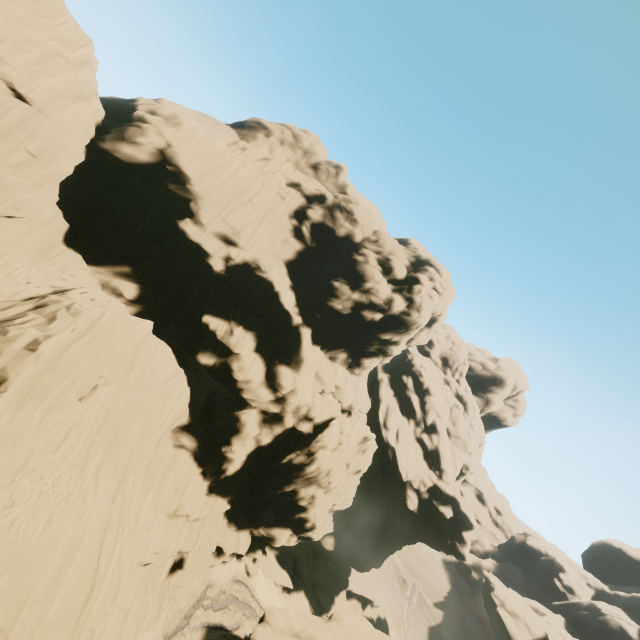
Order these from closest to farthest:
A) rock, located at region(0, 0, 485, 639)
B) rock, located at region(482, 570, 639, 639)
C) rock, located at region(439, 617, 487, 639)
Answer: rock, located at region(0, 0, 485, 639)
rock, located at region(482, 570, 639, 639)
rock, located at region(439, 617, 487, 639)

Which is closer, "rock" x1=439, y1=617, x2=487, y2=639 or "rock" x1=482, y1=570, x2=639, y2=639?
"rock" x1=482, y1=570, x2=639, y2=639

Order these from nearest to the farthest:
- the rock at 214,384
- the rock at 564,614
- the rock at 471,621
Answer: the rock at 214,384 → the rock at 564,614 → the rock at 471,621

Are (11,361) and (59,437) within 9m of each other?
yes

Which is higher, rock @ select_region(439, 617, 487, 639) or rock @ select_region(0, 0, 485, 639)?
rock @ select_region(0, 0, 485, 639)

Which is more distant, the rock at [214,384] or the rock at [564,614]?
the rock at [564,614]
